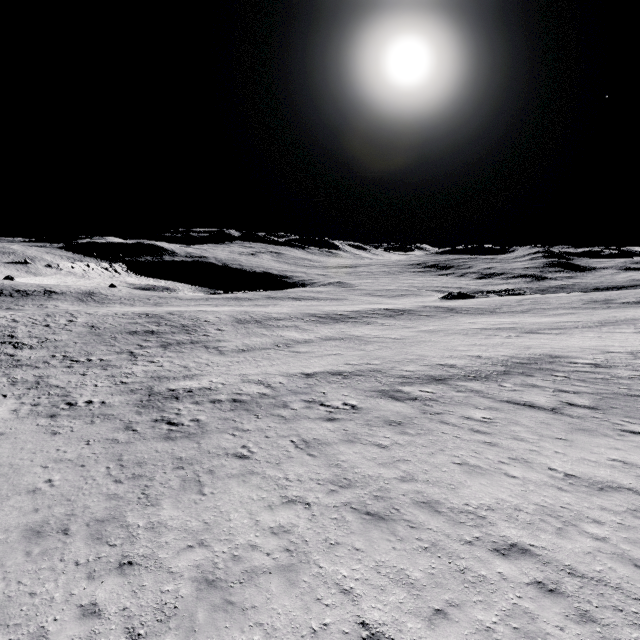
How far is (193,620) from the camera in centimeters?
621cm
